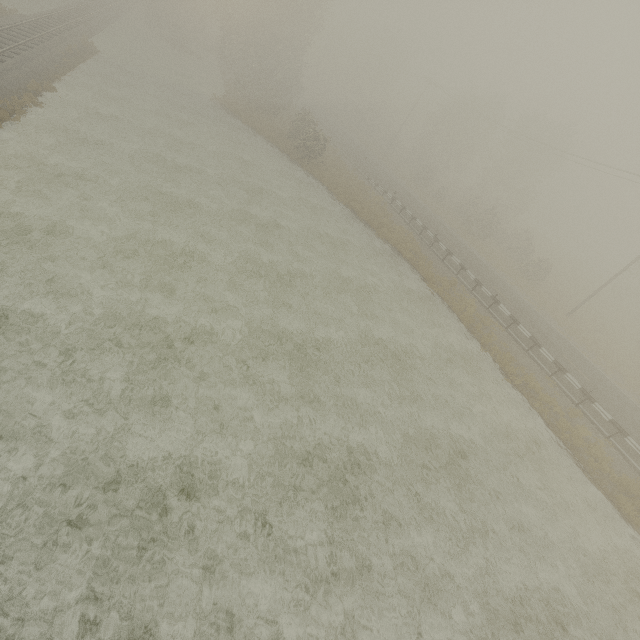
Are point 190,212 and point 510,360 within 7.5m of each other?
no
